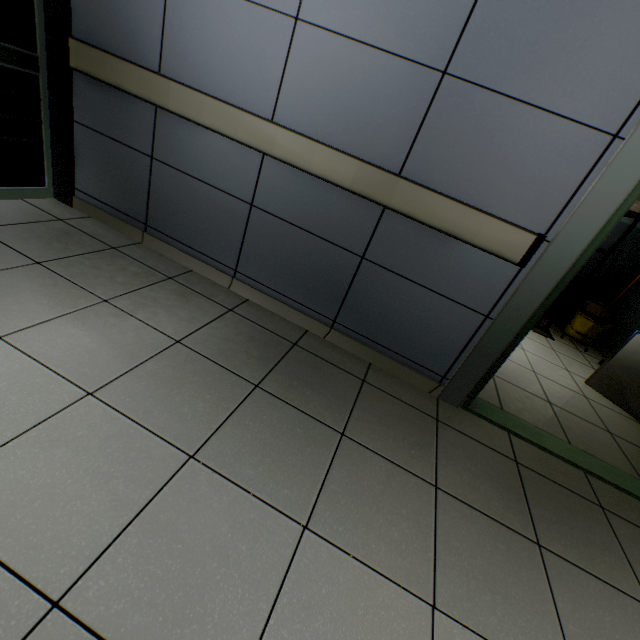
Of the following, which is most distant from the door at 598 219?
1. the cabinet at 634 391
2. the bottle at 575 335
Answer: the bottle at 575 335

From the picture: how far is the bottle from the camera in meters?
4.2

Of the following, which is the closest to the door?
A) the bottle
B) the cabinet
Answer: the cabinet

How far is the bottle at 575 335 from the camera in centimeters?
418cm

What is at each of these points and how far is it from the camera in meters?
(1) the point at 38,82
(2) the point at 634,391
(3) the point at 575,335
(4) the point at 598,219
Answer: (1) doorway, 2.2 m
(2) cabinet, 2.8 m
(3) bottle, 4.3 m
(4) door, 1.5 m

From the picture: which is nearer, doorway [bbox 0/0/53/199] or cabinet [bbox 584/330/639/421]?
doorway [bbox 0/0/53/199]

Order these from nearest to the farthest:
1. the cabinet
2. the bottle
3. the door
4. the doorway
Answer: the door, the doorway, the cabinet, the bottle

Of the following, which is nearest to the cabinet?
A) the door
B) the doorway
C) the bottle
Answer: the door
